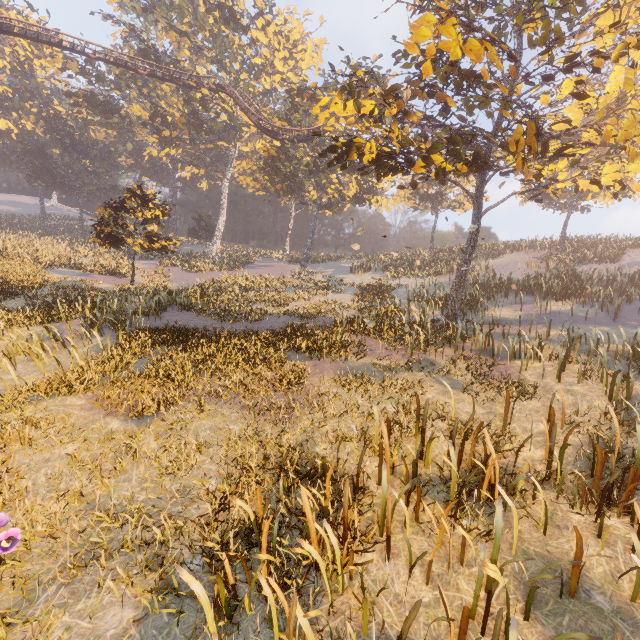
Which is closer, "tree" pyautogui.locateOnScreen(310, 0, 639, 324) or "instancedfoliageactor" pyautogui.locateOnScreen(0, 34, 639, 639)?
"instancedfoliageactor" pyautogui.locateOnScreen(0, 34, 639, 639)

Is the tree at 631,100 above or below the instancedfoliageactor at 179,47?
below

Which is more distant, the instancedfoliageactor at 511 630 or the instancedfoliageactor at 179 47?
the instancedfoliageactor at 179 47

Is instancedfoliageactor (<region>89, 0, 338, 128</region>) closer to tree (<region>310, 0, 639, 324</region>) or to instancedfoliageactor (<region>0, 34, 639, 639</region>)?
instancedfoliageactor (<region>0, 34, 639, 639</region>)

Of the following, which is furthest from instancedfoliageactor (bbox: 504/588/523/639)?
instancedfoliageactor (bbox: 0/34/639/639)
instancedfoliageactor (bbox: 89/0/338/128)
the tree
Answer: instancedfoliageactor (bbox: 89/0/338/128)

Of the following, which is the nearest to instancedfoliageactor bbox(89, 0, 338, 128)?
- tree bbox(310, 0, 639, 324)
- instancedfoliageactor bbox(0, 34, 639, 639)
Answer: instancedfoliageactor bbox(0, 34, 639, 639)

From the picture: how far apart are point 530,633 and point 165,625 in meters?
4.1 m
